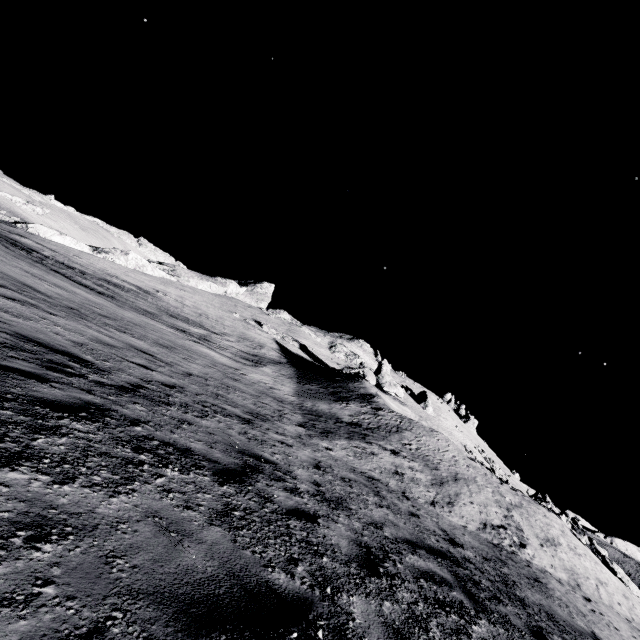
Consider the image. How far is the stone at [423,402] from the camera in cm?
5225

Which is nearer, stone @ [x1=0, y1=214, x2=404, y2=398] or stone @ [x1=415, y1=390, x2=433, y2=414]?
stone @ [x1=0, y1=214, x2=404, y2=398]

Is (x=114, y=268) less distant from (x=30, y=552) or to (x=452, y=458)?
(x=452, y=458)

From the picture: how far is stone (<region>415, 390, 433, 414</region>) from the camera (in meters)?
52.25

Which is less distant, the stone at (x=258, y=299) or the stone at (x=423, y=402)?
the stone at (x=258, y=299)
